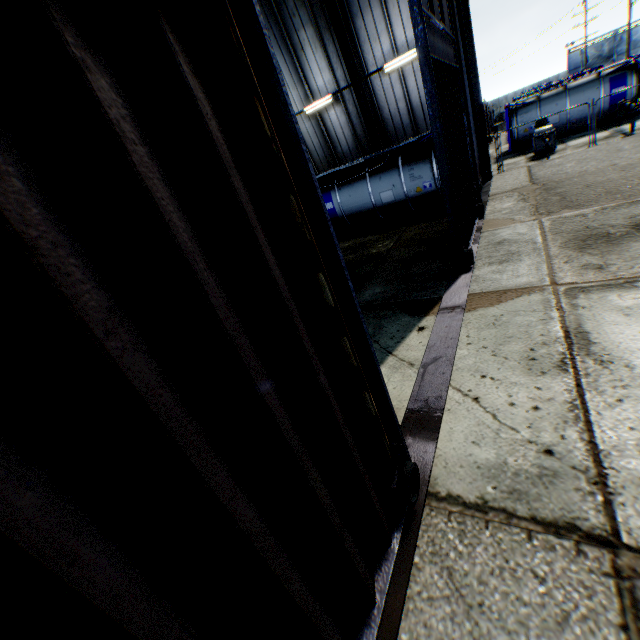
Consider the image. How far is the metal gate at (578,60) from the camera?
50.3m

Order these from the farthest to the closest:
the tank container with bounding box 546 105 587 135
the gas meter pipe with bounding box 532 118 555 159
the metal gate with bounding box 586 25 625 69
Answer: the metal gate with bounding box 586 25 625 69 < the tank container with bounding box 546 105 587 135 < the gas meter pipe with bounding box 532 118 555 159

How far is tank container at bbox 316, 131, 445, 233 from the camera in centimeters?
1294cm

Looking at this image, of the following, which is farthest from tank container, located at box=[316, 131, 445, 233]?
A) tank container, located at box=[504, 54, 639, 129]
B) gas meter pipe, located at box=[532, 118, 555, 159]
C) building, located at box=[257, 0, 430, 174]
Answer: tank container, located at box=[504, 54, 639, 129]

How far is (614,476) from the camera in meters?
2.9

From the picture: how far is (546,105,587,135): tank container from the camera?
20.12m
